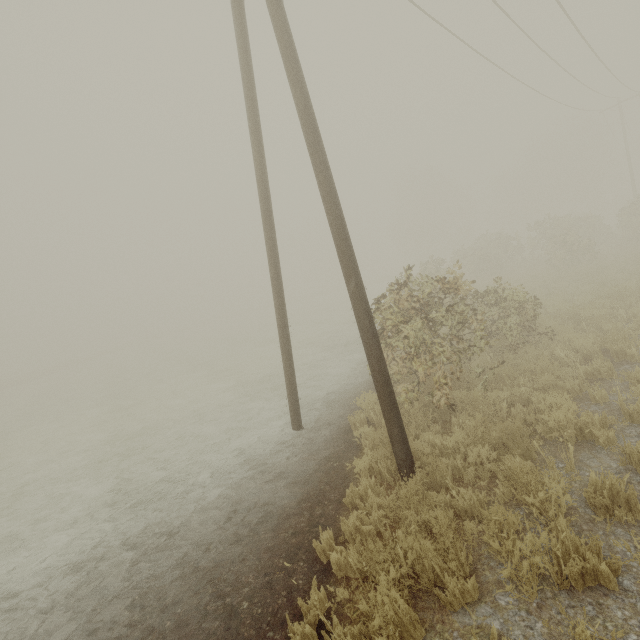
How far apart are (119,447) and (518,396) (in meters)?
12.15

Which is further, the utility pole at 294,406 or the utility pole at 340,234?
the utility pole at 294,406

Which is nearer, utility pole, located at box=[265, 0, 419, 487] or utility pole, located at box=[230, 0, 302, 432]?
utility pole, located at box=[265, 0, 419, 487]
